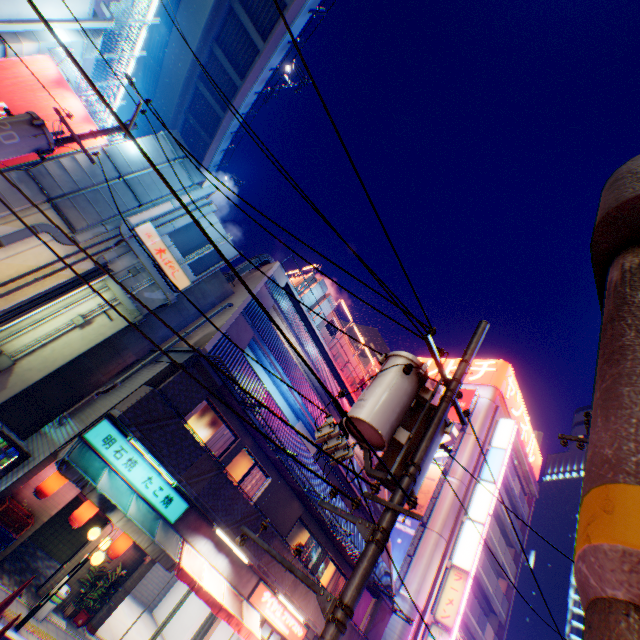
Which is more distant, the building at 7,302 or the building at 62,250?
the building at 62,250

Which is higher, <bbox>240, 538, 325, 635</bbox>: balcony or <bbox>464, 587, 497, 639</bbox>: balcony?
<bbox>464, 587, 497, 639</bbox>: balcony

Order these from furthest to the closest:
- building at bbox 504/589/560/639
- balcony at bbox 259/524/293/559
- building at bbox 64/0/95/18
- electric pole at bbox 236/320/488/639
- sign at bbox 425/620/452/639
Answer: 1. building at bbox 504/589/560/639
2. sign at bbox 425/620/452/639
3. balcony at bbox 259/524/293/559
4. building at bbox 64/0/95/18
5. electric pole at bbox 236/320/488/639

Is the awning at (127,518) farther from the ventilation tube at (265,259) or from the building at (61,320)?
the ventilation tube at (265,259)

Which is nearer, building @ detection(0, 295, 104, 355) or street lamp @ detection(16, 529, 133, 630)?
street lamp @ detection(16, 529, 133, 630)

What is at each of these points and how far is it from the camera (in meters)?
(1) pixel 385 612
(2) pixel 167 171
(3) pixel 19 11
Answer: (1) pylon, 16.88
(2) ventilation tube, 13.15
(3) building, 9.79

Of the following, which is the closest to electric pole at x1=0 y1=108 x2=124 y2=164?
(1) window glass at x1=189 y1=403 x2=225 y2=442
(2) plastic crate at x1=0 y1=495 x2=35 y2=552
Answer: (2) plastic crate at x1=0 y1=495 x2=35 y2=552

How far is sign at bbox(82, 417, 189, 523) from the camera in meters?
9.9 m
